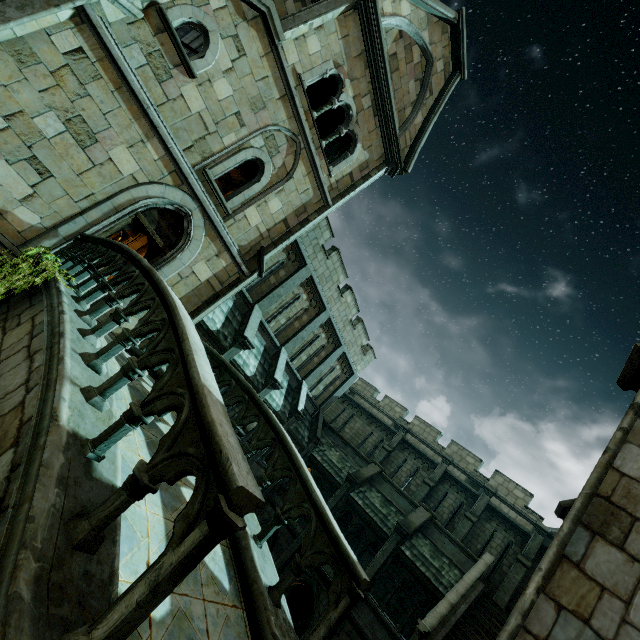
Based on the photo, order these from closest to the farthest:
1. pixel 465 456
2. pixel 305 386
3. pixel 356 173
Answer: pixel 356 173 < pixel 305 386 < pixel 465 456

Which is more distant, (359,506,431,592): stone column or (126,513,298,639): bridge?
(359,506,431,592): stone column

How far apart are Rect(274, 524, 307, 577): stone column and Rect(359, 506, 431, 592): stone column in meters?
2.8

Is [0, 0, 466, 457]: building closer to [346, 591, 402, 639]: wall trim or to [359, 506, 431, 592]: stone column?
[346, 591, 402, 639]: wall trim

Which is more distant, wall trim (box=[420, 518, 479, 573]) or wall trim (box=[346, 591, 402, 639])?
wall trim (box=[420, 518, 479, 573])

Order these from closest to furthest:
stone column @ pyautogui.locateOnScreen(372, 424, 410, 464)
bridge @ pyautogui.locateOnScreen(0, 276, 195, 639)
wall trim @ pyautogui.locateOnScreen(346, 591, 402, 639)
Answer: bridge @ pyautogui.locateOnScreen(0, 276, 195, 639) → wall trim @ pyautogui.locateOnScreen(346, 591, 402, 639) → stone column @ pyautogui.locateOnScreen(372, 424, 410, 464)

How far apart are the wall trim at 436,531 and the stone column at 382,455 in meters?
5.4

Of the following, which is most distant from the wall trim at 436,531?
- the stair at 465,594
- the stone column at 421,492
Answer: the stone column at 421,492
